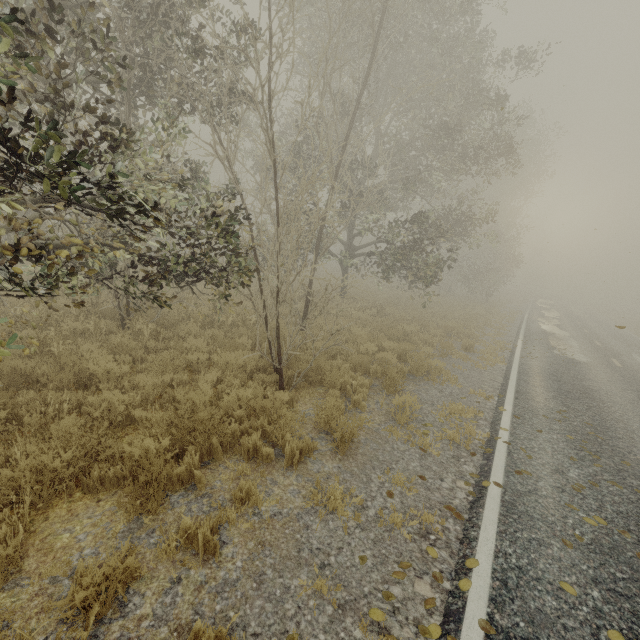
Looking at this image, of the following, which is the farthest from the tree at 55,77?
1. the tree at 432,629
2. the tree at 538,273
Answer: the tree at 538,273

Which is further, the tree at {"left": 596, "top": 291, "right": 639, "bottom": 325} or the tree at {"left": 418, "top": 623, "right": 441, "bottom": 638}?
the tree at {"left": 596, "top": 291, "right": 639, "bottom": 325}

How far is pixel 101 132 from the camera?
4.4 meters

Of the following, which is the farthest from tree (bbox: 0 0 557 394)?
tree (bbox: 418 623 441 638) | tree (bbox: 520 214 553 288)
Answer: tree (bbox: 520 214 553 288)

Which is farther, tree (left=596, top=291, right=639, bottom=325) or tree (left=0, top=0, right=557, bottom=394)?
tree (left=596, top=291, right=639, bottom=325)

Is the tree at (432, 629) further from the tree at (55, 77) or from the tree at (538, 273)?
the tree at (538, 273)

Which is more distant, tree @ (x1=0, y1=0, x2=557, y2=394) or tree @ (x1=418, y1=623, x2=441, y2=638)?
tree @ (x1=0, y1=0, x2=557, y2=394)

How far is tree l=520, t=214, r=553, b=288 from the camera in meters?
56.8
